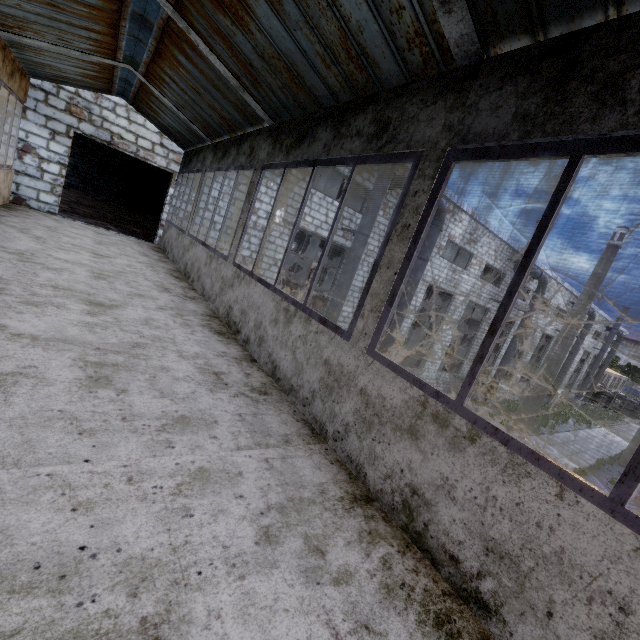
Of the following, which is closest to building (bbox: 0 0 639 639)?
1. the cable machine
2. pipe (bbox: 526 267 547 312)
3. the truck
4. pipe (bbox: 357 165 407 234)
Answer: pipe (bbox: 357 165 407 234)

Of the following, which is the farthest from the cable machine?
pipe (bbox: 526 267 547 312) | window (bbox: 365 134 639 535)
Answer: window (bbox: 365 134 639 535)

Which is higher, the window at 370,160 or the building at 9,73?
the building at 9,73

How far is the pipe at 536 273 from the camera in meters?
21.5 m

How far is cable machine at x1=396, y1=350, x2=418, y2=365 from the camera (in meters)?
23.17

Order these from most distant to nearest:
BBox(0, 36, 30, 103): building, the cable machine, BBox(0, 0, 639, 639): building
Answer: the cable machine → BBox(0, 36, 30, 103): building → BBox(0, 0, 639, 639): building

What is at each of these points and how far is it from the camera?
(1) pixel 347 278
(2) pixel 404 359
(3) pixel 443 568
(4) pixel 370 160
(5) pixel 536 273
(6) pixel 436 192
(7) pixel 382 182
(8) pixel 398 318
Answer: (1) pipe, 12.90m
(2) cable machine, 23.58m
(3) building, 1.71m
(4) window, 2.78m
(5) pipe, 21.47m
(6) window, 2.18m
(7) pipe, 12.23m
(8) pipe, 15.51m

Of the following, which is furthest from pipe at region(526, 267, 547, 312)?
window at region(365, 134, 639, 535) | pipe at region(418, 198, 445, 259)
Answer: window at region(365, 134, 639, 535)
